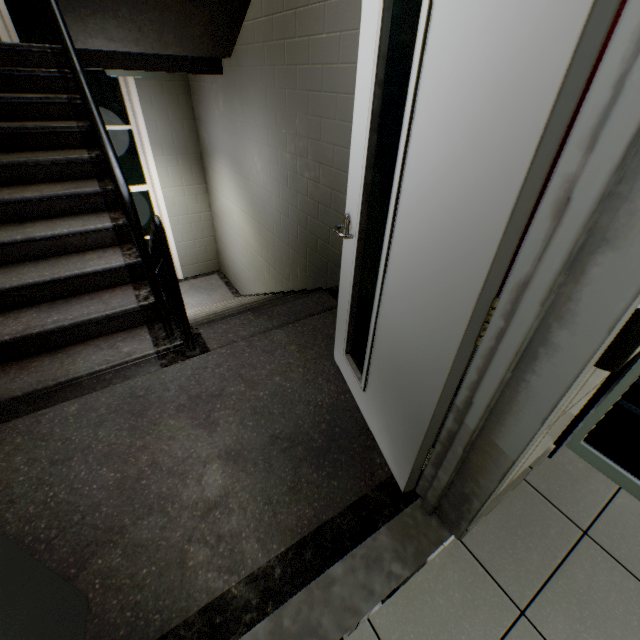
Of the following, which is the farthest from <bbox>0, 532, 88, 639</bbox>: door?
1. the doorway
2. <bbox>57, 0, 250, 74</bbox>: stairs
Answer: the doorway

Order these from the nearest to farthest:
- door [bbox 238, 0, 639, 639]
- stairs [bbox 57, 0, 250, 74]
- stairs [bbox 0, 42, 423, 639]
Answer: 1. door [bbox 238, 0, 639, 639]
2. stairs [bbox 0, 42, 423, 639]
3. stairs [bbox 57, 0, 250, 74]

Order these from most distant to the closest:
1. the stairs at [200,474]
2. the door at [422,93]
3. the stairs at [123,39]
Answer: the stairs at [123,39]
the stairs at [200,474]
the door at [422,93]

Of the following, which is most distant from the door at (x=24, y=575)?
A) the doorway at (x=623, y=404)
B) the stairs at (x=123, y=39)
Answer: the doorway at (x=623, y=404)

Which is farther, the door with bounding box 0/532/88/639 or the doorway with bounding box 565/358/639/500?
the doorway with bounding box 565/358/639/500

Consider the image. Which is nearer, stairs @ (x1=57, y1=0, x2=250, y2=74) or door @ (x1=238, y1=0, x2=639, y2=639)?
door @ (x1=238, y1=0, x2=639, y2=639)

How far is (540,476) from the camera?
1.6 meters
